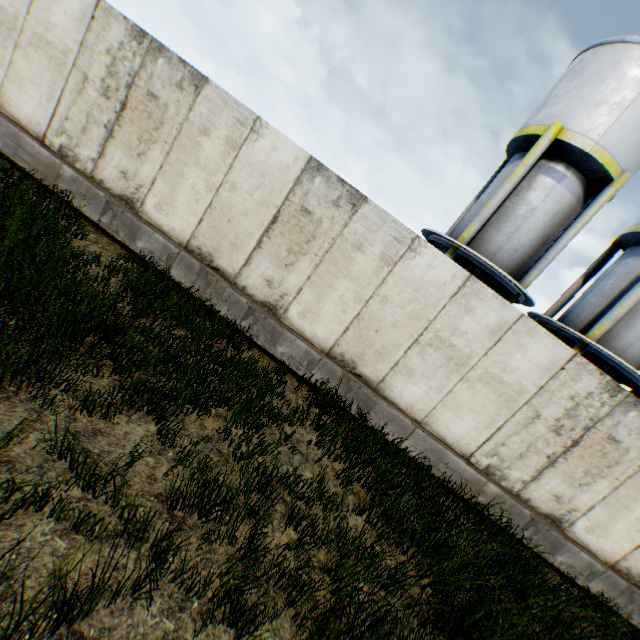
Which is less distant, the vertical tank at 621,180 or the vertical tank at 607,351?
the vertical tank at 621,180

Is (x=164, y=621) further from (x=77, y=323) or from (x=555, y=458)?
(x=555, y=458)

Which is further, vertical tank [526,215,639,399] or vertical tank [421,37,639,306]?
vertical tank [526,215,639,399]
